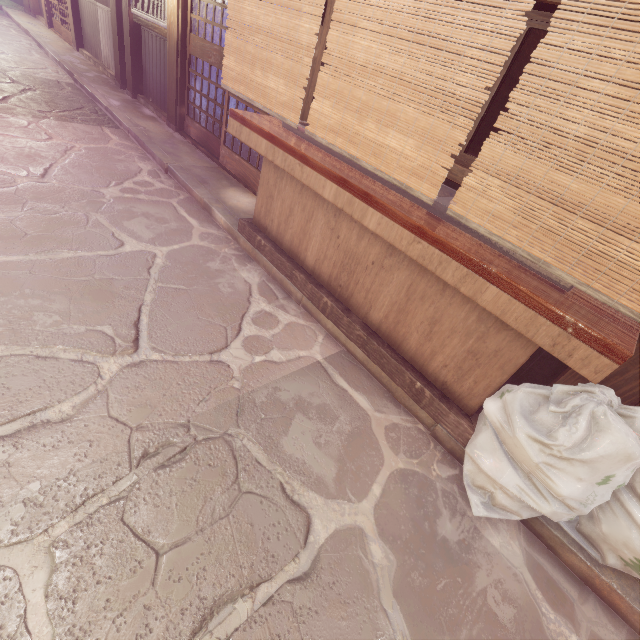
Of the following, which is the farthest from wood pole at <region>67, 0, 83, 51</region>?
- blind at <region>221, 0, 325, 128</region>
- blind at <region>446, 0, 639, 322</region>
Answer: blind at <region>446, 0, 639, 322</region>

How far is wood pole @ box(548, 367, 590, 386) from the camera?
4.68m

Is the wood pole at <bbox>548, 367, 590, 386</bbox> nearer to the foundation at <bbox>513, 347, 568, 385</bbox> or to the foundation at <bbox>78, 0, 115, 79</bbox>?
the foundation at <bbox>513, 347, 568, 385</bbox>

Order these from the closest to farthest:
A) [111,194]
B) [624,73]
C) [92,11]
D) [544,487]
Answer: [624,73], [544,487], [111,194], [92,11]

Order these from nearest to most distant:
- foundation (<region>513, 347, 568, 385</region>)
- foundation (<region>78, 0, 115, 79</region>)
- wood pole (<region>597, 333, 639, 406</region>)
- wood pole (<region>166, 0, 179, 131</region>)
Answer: wood pole (<region>597, 333, 639, 406</region>) → foundation (<region>513, 347, 568, 385</region>) → wood pole (<region>166, 0, 179, 131</region>) → foundation (<region>78, 0, 115, 79</region>)

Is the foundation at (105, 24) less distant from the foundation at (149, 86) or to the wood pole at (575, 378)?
the foundation at (149, 86)

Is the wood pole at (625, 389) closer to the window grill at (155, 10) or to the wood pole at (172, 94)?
the wood pole at (172, 94)

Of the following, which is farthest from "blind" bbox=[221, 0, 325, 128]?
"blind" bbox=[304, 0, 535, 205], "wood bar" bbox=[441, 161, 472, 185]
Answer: "wood bar" bbox=[441, 161, 472, 185]
